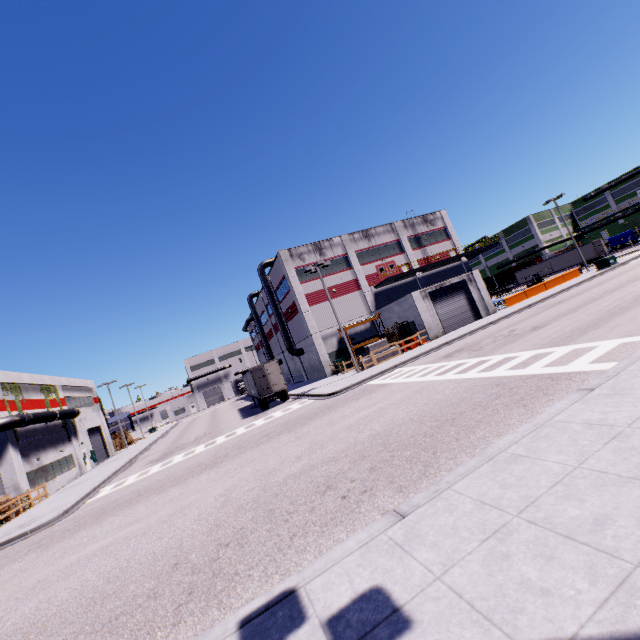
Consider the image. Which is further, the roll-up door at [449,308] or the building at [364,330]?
the building at [364,330]

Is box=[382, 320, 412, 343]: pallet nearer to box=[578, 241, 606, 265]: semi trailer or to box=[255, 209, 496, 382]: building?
box=[255, 209, 496, 382]: building

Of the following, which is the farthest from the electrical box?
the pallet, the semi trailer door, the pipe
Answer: the pipe

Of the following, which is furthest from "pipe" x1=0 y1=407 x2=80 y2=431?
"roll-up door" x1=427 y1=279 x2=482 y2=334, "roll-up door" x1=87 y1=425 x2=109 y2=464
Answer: "roll-up door" x1=427 y1=279 x2=482 y2=334

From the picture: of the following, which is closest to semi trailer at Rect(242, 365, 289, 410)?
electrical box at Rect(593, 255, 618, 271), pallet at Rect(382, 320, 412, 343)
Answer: electrical box at Rect(593, 255, 618, 271)

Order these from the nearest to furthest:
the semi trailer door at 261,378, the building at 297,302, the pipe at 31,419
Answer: the pipe at 31,419
the semi trailer door at 261,378
the building at 297,302

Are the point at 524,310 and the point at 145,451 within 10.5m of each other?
no

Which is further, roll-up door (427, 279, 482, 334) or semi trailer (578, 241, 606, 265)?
semi trailer (578, 241, 606, 265)
